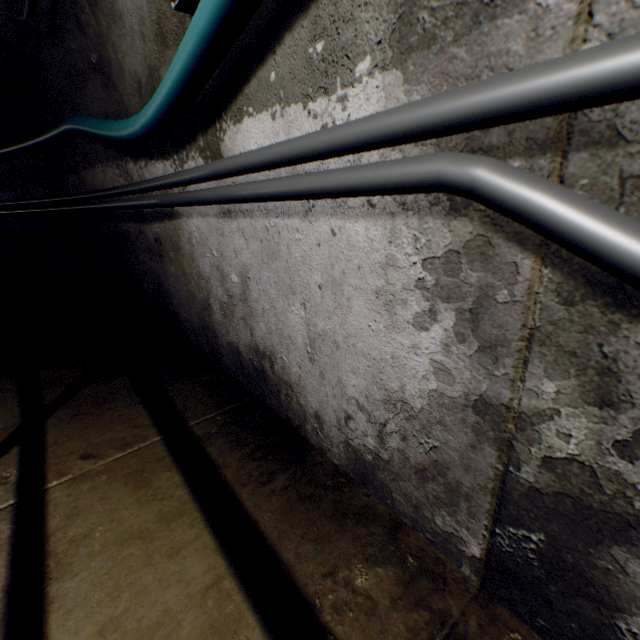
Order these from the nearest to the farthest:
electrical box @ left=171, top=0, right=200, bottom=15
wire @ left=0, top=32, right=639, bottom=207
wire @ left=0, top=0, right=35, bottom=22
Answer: wire @ left=0, top=32, right=639, bottom=207
electrical box @ left=171, top=0, right=200, bottom=15
wire @ left=0, top=0, right=35, bottom=22

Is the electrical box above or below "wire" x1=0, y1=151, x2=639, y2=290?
above

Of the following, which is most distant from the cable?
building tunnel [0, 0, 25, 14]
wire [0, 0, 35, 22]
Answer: wire [0, 0, 35, 22]

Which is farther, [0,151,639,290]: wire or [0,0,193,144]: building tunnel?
[0,0,193,144]: building tunnel

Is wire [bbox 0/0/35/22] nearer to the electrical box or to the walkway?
the electrical box

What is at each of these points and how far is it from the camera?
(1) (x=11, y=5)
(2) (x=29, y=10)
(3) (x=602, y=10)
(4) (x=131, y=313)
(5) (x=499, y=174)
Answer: (1) building tunnel, 2.25m
(2) wire, 1.97m
(3) building tunnel, 0.43m
(4) building tunnel, 3.07m
(5) wire, 0.50m

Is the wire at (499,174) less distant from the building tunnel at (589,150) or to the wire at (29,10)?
the building tunnel at (589,150)

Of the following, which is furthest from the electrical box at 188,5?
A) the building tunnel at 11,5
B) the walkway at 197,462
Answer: the walkway at 197,462
